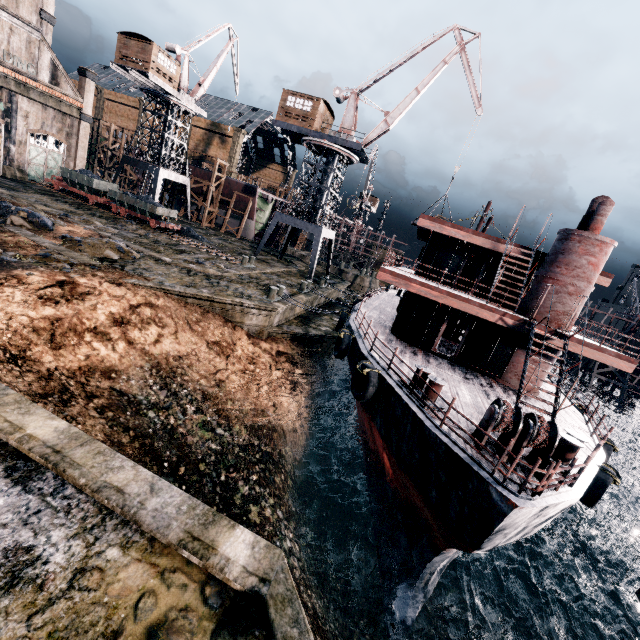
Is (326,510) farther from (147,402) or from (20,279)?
(20,279)

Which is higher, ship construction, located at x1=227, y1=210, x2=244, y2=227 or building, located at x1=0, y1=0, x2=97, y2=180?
building, located at x1=0, y1=0, x2=97, y2=180

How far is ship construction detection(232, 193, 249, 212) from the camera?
49.0 meters

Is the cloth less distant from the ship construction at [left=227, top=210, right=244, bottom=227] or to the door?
the ship construction at [left=227, top=210, right=244, bottom=227]

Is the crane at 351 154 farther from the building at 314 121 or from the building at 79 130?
the building at 79 130

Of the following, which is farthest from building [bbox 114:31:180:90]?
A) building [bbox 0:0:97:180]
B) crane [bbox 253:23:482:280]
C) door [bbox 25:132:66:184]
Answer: crane [bbox 253:23:482:280]

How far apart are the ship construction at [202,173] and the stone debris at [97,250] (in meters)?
32.95

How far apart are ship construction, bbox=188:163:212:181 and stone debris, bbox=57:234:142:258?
32.95m
